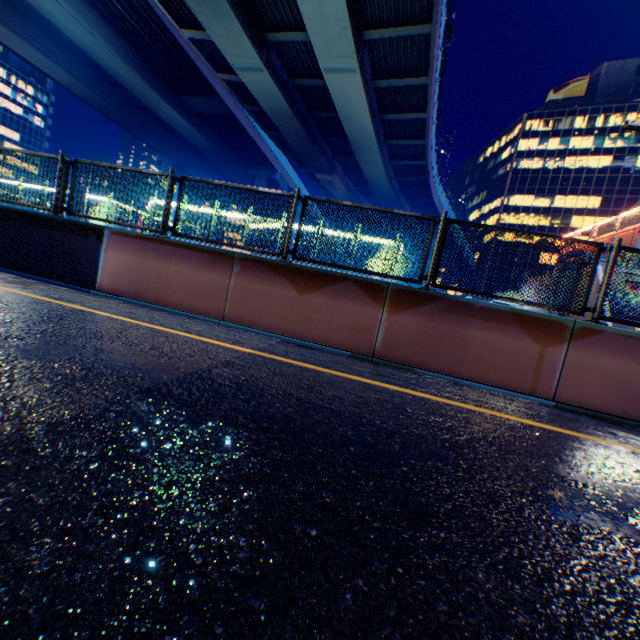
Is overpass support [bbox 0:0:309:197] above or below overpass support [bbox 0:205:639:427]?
above

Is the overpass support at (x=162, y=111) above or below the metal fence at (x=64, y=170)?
above

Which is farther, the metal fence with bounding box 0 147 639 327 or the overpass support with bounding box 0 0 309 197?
the overpass support with bounding box 0 0 309 197

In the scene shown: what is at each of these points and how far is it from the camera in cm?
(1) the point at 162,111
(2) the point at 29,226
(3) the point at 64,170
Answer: (1) overpass support, 2847
(2) overpass support, 665
(3) metal fence, 654

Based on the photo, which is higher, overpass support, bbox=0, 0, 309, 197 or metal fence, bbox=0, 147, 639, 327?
overpass support, bbox=0, 0, 309, 197

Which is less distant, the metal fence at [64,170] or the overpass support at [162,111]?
the metal fence at [64,170]

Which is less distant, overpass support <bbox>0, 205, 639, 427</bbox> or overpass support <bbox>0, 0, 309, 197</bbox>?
overpass support <bbox>0, 205, 639, 427</bbox>
